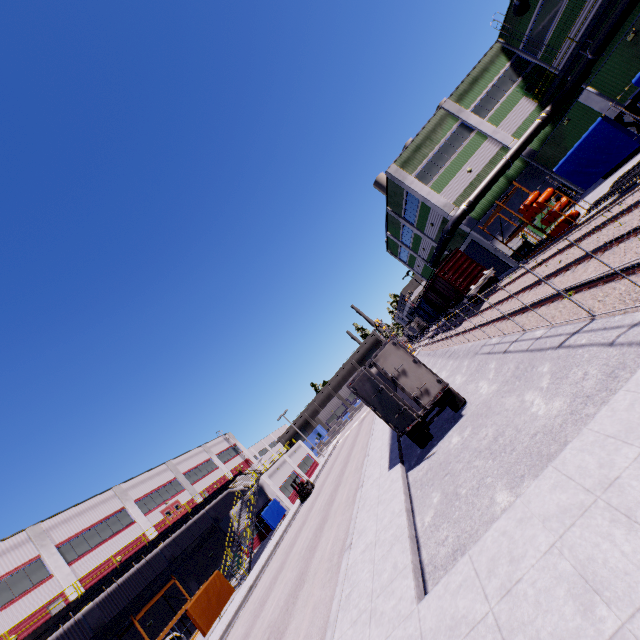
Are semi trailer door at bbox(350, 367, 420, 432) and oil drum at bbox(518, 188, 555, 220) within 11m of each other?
no

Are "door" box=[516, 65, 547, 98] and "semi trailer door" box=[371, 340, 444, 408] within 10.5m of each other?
no

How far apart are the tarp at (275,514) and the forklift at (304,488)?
3.3 meters

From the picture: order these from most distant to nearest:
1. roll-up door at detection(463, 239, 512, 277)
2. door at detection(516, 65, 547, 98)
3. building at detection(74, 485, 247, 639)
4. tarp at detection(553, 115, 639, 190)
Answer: roll-up door at detection(463, 239, 512, 277), door at detection(516, 65, 547, 98), building at detection(74, 485, 247, 639), tarp at detection(553, 115, 639, 190)

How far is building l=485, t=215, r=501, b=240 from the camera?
28.6 meters

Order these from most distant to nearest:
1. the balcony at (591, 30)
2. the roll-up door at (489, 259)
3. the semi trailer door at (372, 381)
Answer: the roll-up door at (489, 259) → the balcony at (591, 30) → the semi trailer door at (372, 381)

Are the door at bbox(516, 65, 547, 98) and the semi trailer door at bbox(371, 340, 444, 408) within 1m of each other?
no

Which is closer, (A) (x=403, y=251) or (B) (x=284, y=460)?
(B) (x=284, y=460)
